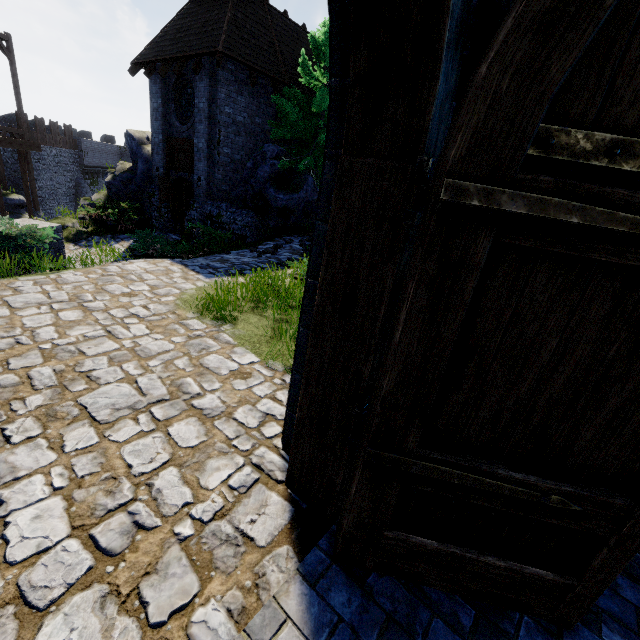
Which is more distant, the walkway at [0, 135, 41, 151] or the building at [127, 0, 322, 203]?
the walkway at [0, 135, 41, 151]

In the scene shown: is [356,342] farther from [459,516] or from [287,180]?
[287,180]

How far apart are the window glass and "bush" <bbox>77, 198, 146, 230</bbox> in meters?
4.9

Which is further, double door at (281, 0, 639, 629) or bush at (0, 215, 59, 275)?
bush at (0, 215, 59, 275)

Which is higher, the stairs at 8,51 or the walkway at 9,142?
the stairs at 8,51

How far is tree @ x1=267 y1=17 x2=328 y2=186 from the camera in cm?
1230

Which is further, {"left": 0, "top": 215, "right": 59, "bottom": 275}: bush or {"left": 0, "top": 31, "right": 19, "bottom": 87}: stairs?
{"left": 0, "top": 31, "right": 19, "bottom": 87}: stairs

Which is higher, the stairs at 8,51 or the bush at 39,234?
the stairs at 8,51
